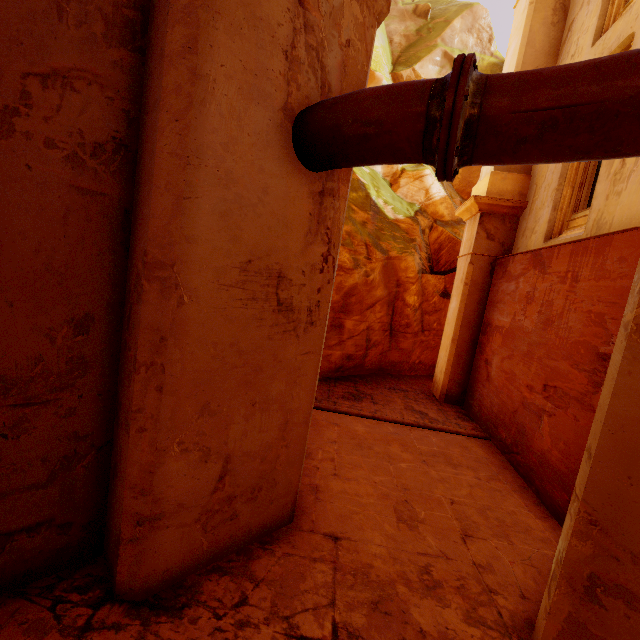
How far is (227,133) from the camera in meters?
2.3 m

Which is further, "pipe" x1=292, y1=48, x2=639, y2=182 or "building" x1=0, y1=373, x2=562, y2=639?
"building" x1=0, y1=373, x2=562, y2=639

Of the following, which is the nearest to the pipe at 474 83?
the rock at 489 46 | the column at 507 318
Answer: the column at 507 318

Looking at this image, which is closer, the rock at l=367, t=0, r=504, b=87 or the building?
the building

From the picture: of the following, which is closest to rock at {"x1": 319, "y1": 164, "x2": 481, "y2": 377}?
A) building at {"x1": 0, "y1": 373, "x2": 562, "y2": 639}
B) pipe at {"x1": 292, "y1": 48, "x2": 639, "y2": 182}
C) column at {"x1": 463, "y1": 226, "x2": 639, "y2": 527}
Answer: building at {"x1": 0, "y1": 373, "x2": 562, "y2": 639}

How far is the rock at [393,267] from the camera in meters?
9.4

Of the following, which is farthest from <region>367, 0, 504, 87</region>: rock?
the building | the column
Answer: the column

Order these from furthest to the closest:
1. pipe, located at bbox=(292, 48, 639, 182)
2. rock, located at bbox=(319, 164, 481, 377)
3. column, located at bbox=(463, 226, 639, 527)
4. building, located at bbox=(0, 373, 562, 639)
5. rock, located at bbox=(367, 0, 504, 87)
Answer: rock, located at bbox=(367, 0, 504, 87) < rock, located at bbox=(319, 164, 481, 377) < column, located at bbox=(463, 226, 639, 527) < building, located at bbox=(0, 373, 562, 639) < pipe, located at bbox=(292, 48, 639, 182)
